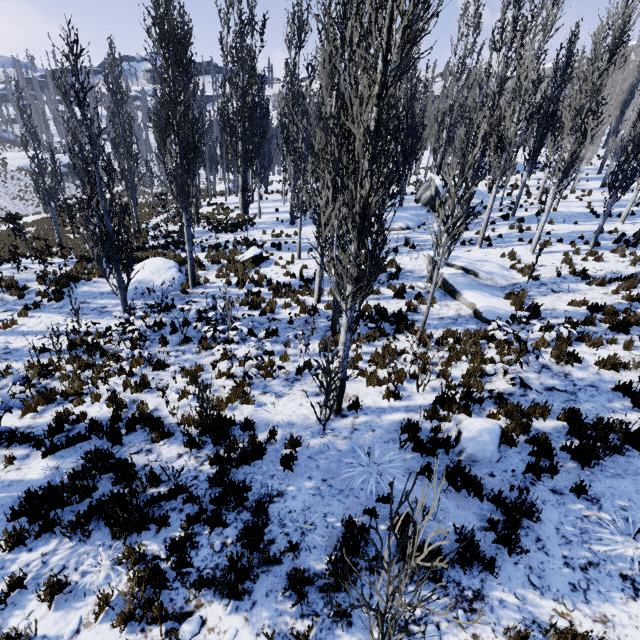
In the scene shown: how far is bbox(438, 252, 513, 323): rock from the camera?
11.0m

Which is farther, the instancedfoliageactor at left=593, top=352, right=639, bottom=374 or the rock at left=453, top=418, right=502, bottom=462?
Result: the instancedfoliageactor at left=593, top=352, right=639, bottom=374

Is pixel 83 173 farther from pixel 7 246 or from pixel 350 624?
pixel 350 624

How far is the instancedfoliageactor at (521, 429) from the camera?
6.1m

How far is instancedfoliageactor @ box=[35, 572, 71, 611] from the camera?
4.05m

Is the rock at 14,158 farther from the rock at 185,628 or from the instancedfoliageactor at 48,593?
the rock at 185,628

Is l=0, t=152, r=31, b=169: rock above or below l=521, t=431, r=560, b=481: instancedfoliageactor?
above
